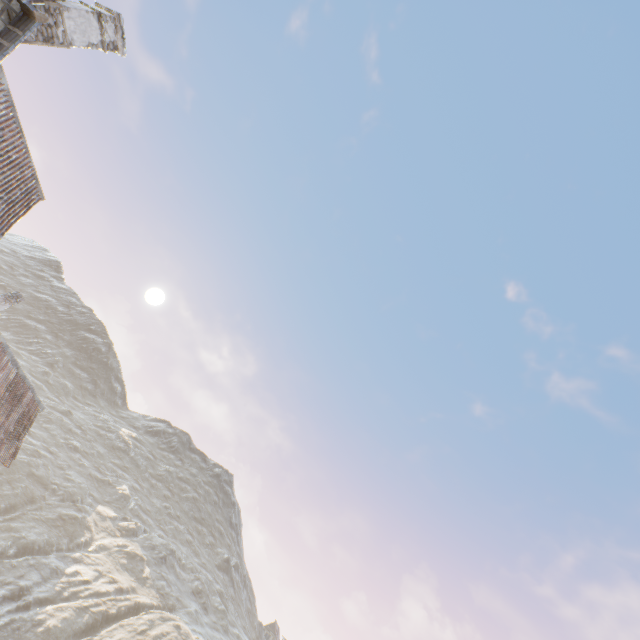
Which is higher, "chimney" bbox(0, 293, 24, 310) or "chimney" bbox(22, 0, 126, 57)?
"chimney" bbox(22, 0, 126, 57)

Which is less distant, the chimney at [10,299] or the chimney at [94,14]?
Result: the chimney at [94,14]

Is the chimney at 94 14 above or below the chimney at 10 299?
above

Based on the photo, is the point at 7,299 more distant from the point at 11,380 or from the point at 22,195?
the point at 22,195

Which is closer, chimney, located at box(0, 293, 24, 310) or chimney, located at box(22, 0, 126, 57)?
chimney, located at box(22, 0, 126, 57)
